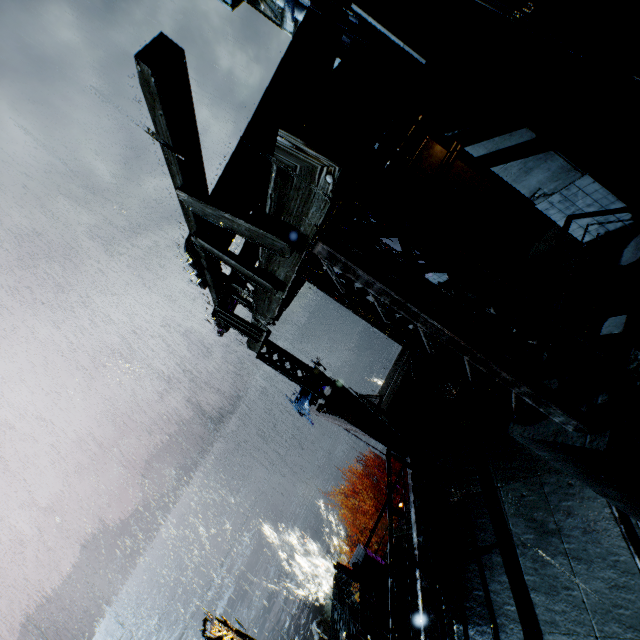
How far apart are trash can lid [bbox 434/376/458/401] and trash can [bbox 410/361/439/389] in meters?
0.0 m

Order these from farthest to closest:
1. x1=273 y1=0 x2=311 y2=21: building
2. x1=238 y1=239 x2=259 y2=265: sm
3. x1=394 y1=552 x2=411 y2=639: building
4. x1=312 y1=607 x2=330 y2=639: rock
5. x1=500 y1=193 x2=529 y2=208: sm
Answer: x1=273 y1=0 x2=311 y2=21: building
x1=312 y1=607 x2=330 y2=639: rock
x1=500 y1=193 x2=529 y2=208: sm
x1=394 y1=552 x2=411 y2=639: building
x1=238 y1=239 x2=259 y2=265: sm

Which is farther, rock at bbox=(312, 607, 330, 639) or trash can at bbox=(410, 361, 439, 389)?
rock at bbox=(312, 607, 330, 639)

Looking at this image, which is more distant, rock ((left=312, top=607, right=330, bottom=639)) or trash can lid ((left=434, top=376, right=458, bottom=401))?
rock ((left=312, top=607, right=330, bottom=639))

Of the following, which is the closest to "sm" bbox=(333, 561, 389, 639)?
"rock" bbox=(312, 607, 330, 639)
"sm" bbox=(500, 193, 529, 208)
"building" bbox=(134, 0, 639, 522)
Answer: "building" bbox=(134, 0, 639, 522)

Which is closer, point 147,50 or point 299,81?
point 147,50

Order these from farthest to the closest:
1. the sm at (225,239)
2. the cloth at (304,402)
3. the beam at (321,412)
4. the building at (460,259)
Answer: the cloth at (304,402), the beam at (321,412), the sm at (225,239), the building at (460,259)

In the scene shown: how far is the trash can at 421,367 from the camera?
10.1 meters
